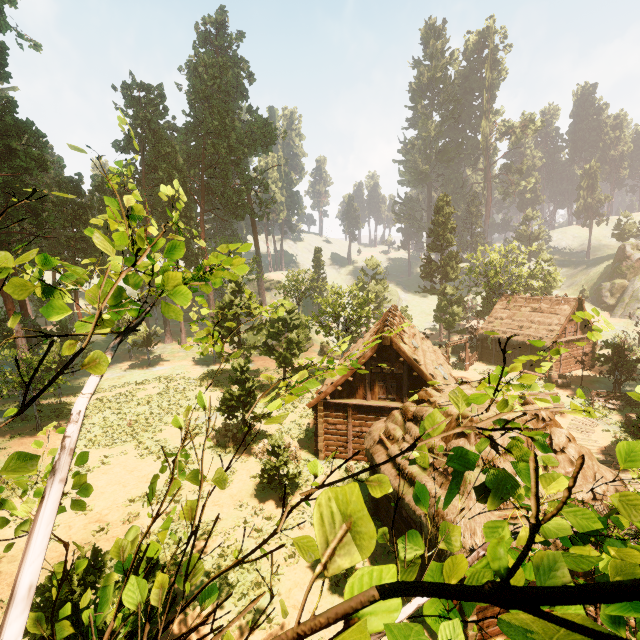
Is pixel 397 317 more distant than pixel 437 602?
Yes

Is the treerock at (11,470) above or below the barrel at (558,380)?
above

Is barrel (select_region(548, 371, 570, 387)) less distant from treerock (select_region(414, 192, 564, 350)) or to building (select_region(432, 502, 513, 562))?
treerock (select_region(414, 192, 564, 350))

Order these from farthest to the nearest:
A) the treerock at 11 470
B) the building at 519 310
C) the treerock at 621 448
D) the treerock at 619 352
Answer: the building at 519 310, the treerock at 619 352, the treerock at 621 448, the treerock at 11 470

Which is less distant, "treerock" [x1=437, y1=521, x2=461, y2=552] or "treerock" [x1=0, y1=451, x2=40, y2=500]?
"treerock" [x1=0, y1=451, x2=40, y2=500]

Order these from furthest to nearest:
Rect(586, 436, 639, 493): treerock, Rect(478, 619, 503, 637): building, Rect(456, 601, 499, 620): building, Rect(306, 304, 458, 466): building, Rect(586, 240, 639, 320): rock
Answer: Rect(586, 240, 639, 320): rock → Rect(306, 304, 458, 466): building → Rect(478, 619, 503, 637): building → Rect(456, 601, 499, 620): building → Rect(586, 436, 639, 493): treerock

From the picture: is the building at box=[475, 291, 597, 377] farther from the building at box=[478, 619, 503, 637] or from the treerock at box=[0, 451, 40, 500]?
the building at box=[478, 619, 503, 637]

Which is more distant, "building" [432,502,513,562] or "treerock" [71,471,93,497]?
"building" [432,502,513,562]
